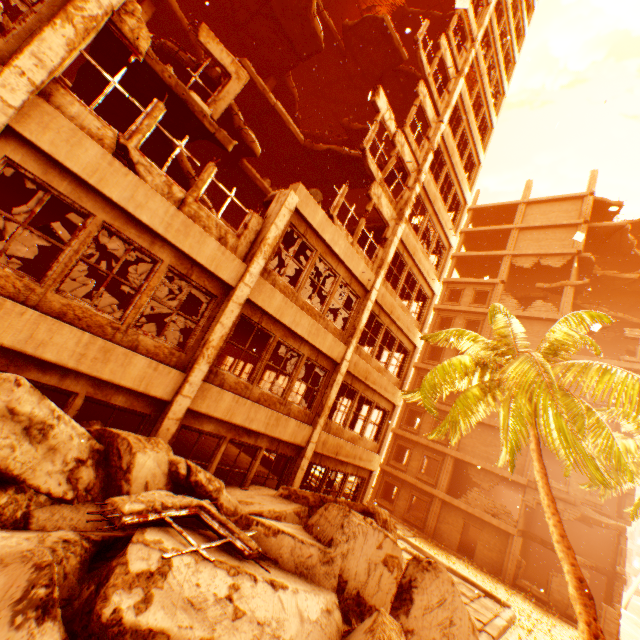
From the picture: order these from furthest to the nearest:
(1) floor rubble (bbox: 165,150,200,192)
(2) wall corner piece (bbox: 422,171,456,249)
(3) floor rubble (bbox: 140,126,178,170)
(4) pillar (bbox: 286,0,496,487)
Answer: (2) wall corner piece (bbox: 422,171,456,249)
(4) pillar (bbox: 286,0,496,487)
(1) floor rubble (bbox: 165,150,200,192)
(3) floor rubble (bbox: 140,126,178,170)

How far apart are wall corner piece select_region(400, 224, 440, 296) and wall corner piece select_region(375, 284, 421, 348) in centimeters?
221cm

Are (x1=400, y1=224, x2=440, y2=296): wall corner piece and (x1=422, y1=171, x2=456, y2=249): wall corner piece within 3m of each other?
yes

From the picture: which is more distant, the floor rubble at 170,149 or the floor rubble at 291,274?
the floor rubble at 291,274

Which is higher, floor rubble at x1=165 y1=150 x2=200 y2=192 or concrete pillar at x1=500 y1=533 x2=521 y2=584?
floor rubble at x1=165 y1=150 x2=200 y2=192

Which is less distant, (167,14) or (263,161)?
(167,14)

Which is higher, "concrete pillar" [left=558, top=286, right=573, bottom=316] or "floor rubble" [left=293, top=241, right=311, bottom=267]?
"concrete pillar" [left=558, top=286, right=573, bottom=316]

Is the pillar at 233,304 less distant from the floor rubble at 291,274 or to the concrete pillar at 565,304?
the floor rubble at 291,274
